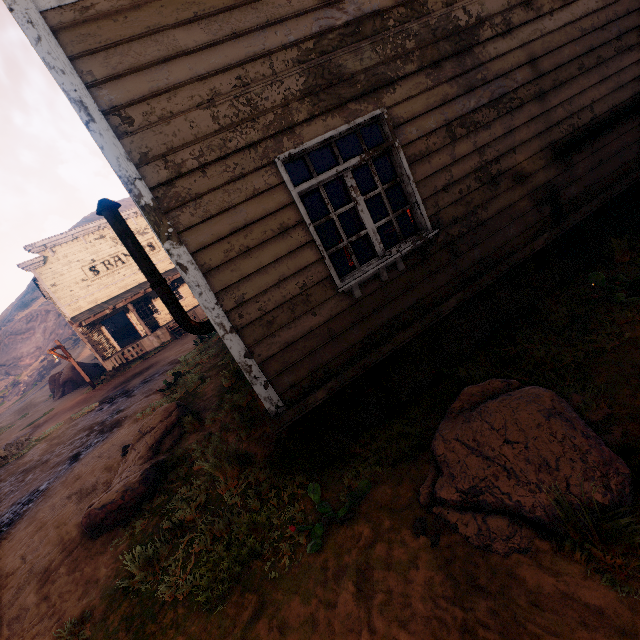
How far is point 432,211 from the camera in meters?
3.9

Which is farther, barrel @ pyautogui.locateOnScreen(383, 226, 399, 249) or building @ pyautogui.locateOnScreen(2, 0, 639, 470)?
barrel @ pyautogui.locateOnScreen(383, 226, 399, 249)

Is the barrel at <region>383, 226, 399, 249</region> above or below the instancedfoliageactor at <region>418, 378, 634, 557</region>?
above

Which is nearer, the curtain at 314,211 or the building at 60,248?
the curtain at 314,211

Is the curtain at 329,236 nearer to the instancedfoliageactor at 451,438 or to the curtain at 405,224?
the curtain at 405,224

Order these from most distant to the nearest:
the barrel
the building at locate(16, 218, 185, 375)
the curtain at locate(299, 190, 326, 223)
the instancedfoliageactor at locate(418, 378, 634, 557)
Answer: the building at locate(16, 218, 185, 375) → the barrel → the curtain at locate(299, 190, 326, 223) → the instancedfoliageactor at locate(418, 378, 634, 557)

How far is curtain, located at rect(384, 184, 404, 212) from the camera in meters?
3.8

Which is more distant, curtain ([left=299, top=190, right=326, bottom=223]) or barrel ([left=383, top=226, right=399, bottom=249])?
barrel ([left=383, top=226, right=399, bottom=249])
